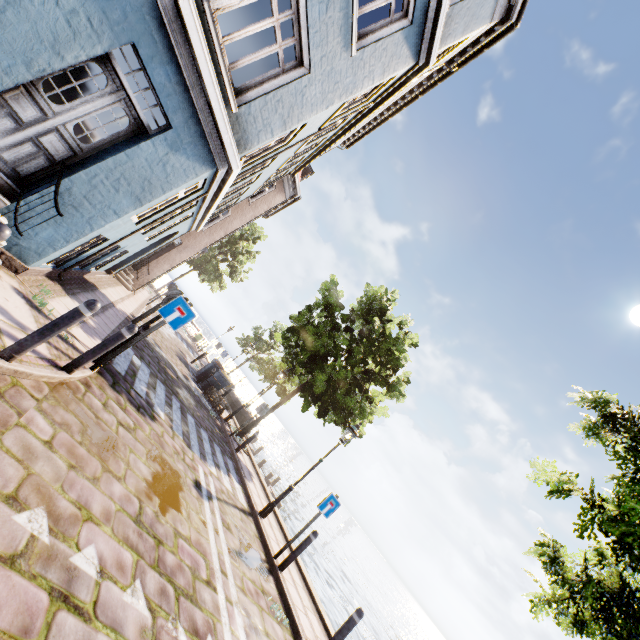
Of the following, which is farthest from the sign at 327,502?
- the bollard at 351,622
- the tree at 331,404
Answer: the tree at 331,404

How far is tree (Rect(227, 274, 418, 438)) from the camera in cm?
1355

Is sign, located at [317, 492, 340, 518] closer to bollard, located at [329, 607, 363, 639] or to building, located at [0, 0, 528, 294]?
bollard, located at [329, 607, 363, 639]

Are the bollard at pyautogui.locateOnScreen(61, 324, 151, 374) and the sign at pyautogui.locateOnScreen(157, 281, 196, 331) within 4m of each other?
yes

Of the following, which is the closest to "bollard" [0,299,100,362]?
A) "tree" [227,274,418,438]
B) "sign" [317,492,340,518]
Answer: "sign" [317,492,340,518]

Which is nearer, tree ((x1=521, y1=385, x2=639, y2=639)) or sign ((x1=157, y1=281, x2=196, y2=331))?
tree ((x1=521, y1=385, x2=639, y2=639))

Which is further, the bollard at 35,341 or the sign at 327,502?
the sign at 327,502

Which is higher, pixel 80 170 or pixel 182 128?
pixel 182 128
